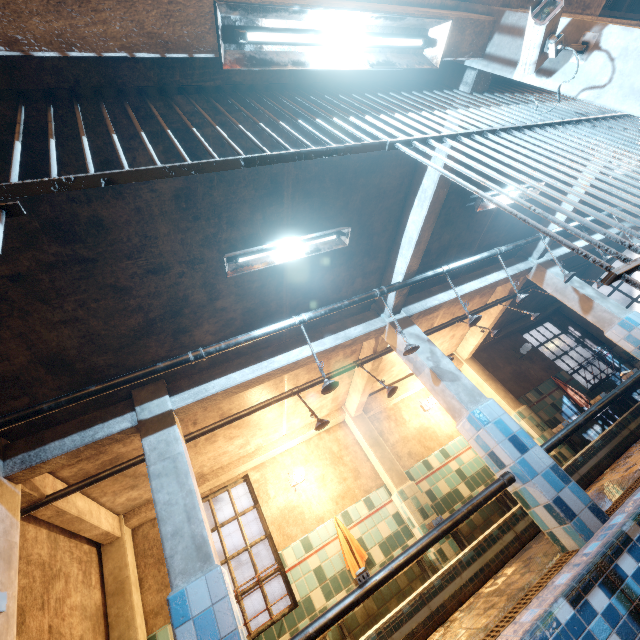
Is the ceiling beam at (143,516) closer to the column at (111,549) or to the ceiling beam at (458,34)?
the column at (111,549)

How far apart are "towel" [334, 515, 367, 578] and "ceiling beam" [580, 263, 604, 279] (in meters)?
8.55

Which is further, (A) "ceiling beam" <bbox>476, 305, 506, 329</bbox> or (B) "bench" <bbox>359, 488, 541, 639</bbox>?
(A) "ceiling beam" <bbox>476, 305, 506, 329</bbox>

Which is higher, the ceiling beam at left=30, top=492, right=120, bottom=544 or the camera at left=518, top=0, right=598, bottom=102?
the ceiling beam at left=30, top=492, right=120, bottom=544

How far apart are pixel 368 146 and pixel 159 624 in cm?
607

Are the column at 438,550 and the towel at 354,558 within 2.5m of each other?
yes

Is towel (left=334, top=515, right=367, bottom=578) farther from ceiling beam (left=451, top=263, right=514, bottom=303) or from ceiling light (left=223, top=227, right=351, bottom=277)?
ceiling light (left=223, top=227, right=351, bottom=277)

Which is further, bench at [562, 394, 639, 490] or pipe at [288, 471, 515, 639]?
bench at [562, 394, 639, 490]
